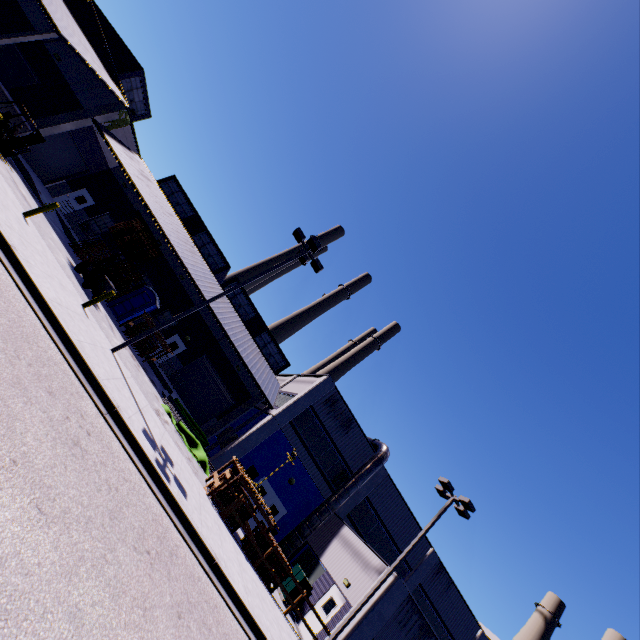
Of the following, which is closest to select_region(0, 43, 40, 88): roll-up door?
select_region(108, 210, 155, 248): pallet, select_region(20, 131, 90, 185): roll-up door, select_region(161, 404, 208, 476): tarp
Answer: select_region(20, 131, 90, 185): roll-up door

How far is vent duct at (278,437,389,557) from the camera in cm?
2050

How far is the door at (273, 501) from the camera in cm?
2142

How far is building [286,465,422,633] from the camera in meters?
16.5 m

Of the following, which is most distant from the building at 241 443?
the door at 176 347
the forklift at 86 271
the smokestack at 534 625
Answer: the smokestack at 534 625

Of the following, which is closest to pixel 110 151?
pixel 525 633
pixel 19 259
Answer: pixel 19 259

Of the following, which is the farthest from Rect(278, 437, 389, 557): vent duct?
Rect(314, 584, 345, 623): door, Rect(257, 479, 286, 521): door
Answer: Rect(314, 584, 345, 623): door

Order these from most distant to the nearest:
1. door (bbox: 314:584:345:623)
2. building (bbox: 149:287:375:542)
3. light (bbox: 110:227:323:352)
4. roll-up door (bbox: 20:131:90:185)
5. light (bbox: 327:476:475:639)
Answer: roll-up door (bbox: 20:131:90:185), building (bbox: 149:287:375:542), door (bbox: 314:584:345:623), light (bbox: 327:476:475:639), light (bbox: 110:227:323:352)
